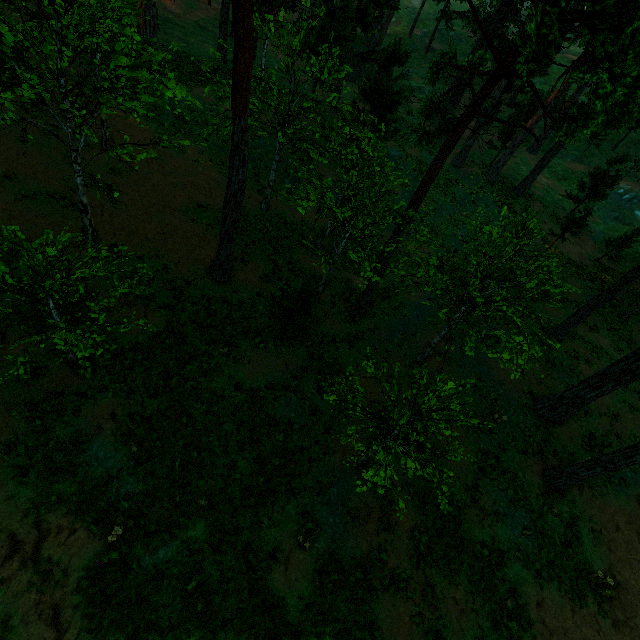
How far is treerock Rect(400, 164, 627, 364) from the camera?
11.6m

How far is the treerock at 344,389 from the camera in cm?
750

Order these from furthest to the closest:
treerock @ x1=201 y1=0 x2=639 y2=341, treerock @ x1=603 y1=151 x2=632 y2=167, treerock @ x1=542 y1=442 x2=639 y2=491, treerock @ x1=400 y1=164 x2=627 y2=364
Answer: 1. treerock @ x1=603 y1=151 x2=632 y2=167
2. treerock @ x1=400 y1=164 x2=627 y2=364
3. treerock @ x1=542 y1=442 x2=639 y2=491
4. treerock @ x1=201 y1=0 x2=639 y2=341

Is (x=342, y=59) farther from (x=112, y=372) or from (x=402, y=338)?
(x=112, y=372)

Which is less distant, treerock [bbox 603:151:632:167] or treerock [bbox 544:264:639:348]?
treerock [bbox 544:264:639:348]
